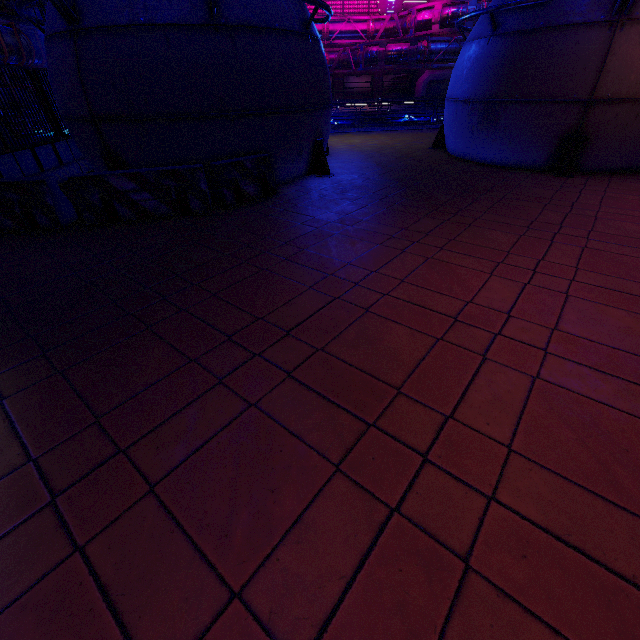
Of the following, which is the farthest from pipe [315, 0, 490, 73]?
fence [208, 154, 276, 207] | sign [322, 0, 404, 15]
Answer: fence [208, 154, 276, 207]

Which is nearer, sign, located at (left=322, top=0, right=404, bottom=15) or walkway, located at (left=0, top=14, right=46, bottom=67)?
walkway, located at (left=0, top=14, right=46, bottom=67)

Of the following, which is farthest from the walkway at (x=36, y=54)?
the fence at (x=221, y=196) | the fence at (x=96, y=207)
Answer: the fence at (x=221, y=196)

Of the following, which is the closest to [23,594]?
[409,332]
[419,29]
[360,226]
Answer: [409,332]

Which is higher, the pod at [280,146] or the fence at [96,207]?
the pod at [280,146]

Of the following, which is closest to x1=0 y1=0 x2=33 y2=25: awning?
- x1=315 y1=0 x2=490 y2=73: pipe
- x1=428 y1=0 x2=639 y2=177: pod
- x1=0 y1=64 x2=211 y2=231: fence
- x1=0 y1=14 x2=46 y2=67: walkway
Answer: x1=0 y1=14 x2=46 y2=67: walkway

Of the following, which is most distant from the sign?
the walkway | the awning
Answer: the awning

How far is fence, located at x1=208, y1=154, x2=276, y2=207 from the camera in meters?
7.0 m
